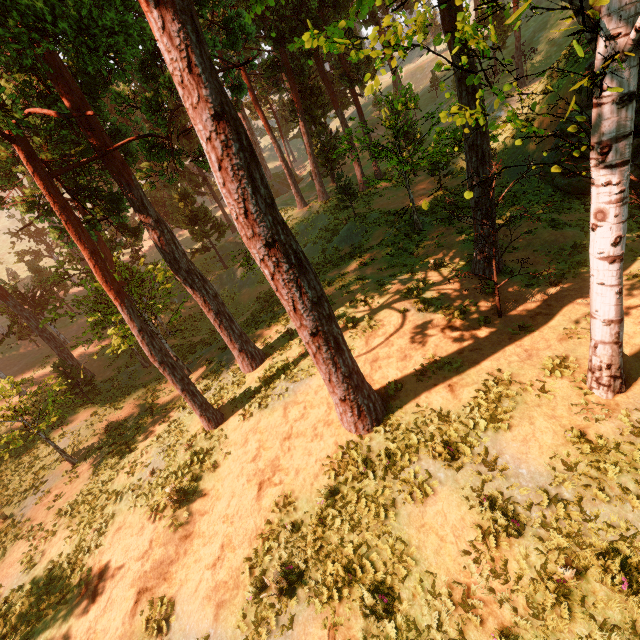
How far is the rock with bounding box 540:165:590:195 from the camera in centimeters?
1622cm

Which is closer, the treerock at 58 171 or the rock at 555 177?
the treerock at 58 171

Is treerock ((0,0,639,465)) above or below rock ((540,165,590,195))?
above

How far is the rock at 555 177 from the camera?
16.2m

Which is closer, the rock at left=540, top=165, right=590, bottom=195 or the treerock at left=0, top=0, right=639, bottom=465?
the treerock at left=0, top=0, right=639, bottom=465

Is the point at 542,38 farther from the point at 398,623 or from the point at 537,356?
the point at 398,623
